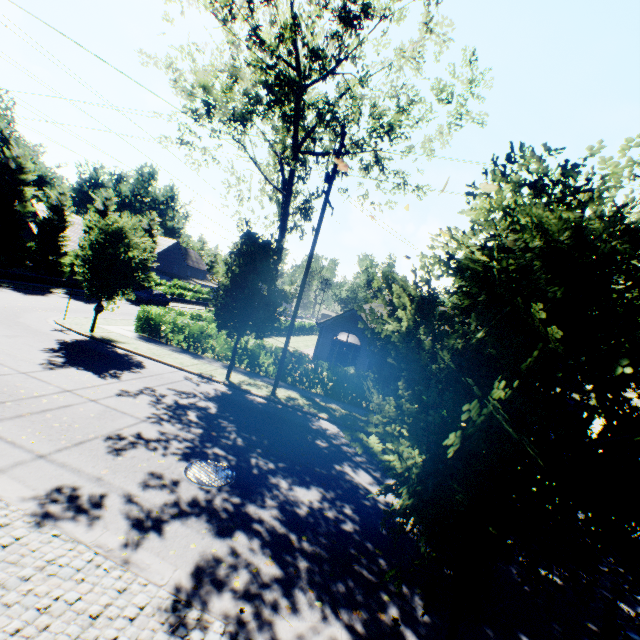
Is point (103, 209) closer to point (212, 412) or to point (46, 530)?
point (212, 412)

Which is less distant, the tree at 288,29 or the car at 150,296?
the tree at 288,29

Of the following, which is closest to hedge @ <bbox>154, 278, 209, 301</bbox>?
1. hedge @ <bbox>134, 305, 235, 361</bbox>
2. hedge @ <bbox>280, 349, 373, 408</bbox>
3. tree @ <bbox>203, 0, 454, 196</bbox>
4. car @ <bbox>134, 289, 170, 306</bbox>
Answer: tree @ <bbox>203, 0, 454, 196</bbox>

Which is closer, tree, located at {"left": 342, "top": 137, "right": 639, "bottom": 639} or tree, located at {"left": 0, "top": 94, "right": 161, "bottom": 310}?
tree, located at {"left": 342, "top": 137, "right": 639, "bottom": 639}

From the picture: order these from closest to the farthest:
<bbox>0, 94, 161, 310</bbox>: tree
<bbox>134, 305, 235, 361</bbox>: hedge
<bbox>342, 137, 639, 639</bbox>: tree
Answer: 1. <bbox>342, 137, 639, 639</bbox>: tree
2. <bbox>0, 94, 161, 310</bbox>: tree
3. <bbox>134, 305, 235, 361</bbox>: hedge

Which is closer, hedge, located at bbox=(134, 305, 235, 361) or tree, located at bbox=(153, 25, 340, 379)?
tree, located at bbox=(153, 25, 340, 379)

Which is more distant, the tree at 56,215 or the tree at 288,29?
the tree at 56,215

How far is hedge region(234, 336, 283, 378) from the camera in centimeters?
1727cm
